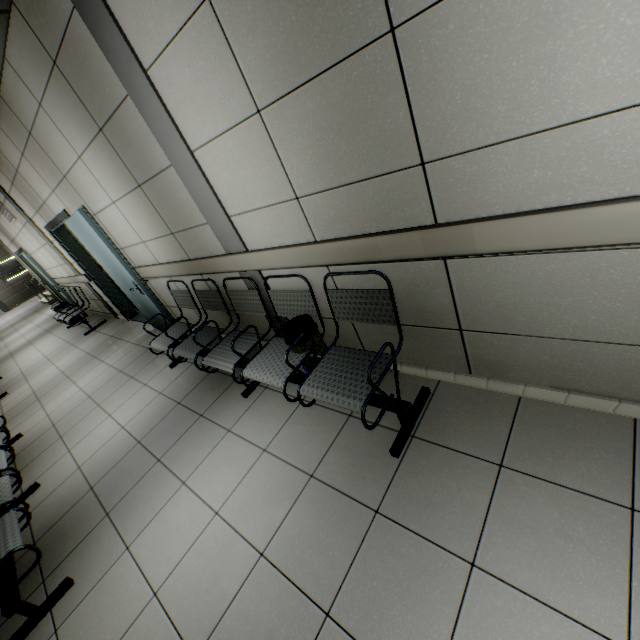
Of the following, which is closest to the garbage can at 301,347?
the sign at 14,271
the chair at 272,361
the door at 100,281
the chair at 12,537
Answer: the chair at 272,361

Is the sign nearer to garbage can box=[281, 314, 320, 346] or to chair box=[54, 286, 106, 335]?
chair box=[54, 286, 106, 335]

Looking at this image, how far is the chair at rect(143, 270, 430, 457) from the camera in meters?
1.9

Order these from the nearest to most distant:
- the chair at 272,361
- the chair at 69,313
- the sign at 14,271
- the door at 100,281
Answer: the chair at 272,361 → the door at 100,281 → the chair at 69,313 → the sign at 14,271

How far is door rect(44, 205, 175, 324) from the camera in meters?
3.9 m

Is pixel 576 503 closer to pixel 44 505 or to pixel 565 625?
pixel 565 625

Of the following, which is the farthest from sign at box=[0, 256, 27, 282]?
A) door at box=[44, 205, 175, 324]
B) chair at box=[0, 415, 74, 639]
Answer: chair at box=[0, 415, 74, 639]

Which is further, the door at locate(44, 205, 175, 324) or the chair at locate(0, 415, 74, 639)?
the door at locate(44, 205, 175, 324)
